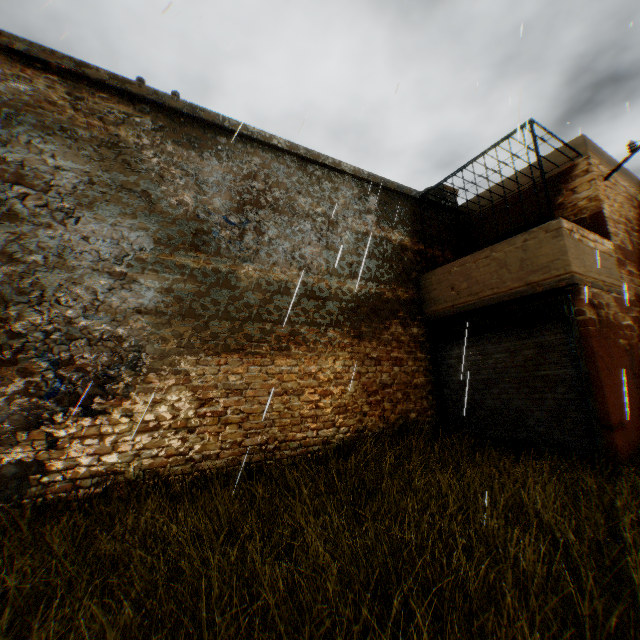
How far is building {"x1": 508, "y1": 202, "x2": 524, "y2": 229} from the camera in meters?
9.2

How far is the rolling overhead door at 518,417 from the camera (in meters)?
5.93

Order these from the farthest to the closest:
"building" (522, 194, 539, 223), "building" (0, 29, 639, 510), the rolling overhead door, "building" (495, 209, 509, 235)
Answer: "building" (495, 209, 509, 235)
"building" (522, 194, 539, 223)
the rolling overhead door
"building" (0, 29, 639, 510)

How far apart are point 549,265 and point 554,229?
0.70m

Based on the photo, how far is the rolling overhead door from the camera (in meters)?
5.93

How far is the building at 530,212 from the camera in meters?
8.9 m

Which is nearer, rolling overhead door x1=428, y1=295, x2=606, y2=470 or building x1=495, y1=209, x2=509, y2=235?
rolling overhead door x1=428, y1=295, x2=606, y2=470
